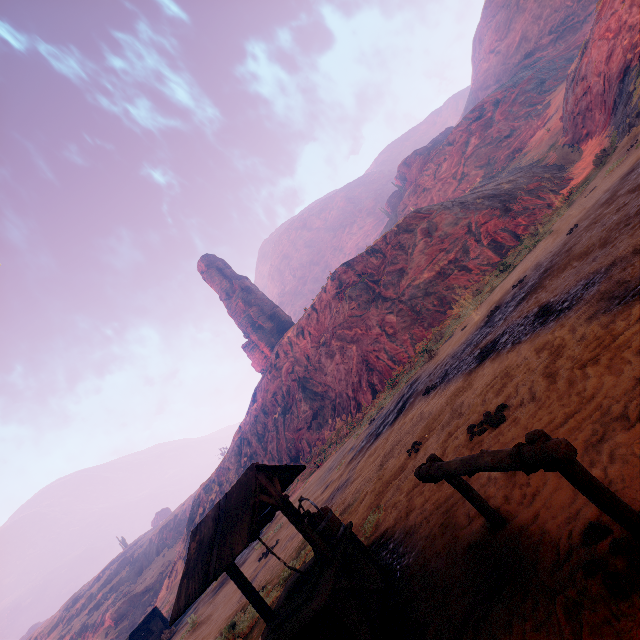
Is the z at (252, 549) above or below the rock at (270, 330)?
below

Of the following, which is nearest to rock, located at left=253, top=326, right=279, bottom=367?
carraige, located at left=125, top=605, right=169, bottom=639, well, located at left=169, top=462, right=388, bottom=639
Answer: carraige, located at left=125, top=605, right=169, bottom=639

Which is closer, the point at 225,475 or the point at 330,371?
the point at 330,371

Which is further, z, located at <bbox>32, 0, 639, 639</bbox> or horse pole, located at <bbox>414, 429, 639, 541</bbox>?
z, located at <bbox>32, 0, 639, 639</bbox>

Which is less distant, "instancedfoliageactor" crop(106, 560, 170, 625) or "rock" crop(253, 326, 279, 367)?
"instancedfoliageactor" crop(106, 560, 170, 625)

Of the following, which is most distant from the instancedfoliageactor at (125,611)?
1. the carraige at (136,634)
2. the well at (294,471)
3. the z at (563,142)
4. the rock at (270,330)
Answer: the well at (294,471)

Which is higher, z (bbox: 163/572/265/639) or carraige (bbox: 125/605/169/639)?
carraige (bbox: 125/605/169/639)

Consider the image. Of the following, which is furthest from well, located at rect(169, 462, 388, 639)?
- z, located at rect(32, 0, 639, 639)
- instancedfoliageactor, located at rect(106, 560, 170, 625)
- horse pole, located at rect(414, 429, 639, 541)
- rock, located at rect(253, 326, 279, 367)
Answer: instancedfoliageactor, located at rect(106, 560, 170, 625)
